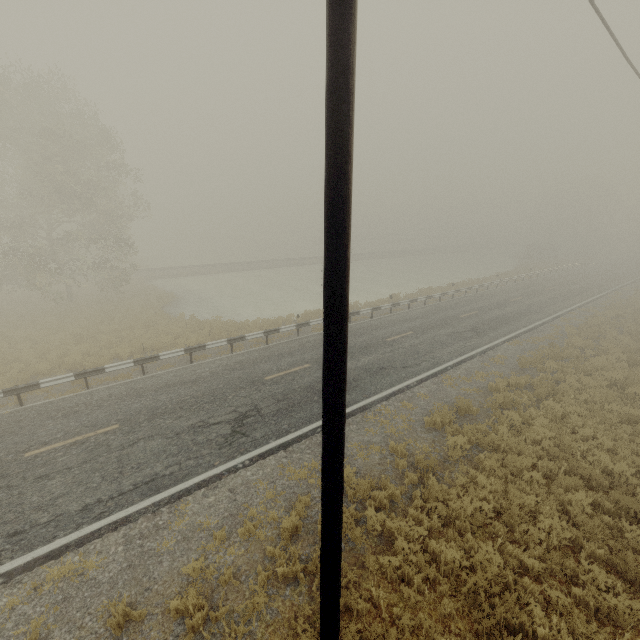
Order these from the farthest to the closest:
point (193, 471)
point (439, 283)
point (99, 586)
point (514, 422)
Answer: point (439, 283) → point (514, 422) → point (193, 471) → point (99, 586)

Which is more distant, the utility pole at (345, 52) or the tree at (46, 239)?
the tree at (46, 239)

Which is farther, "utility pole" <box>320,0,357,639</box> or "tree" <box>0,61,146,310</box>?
"tree" <box>0,61,146,310</box>
